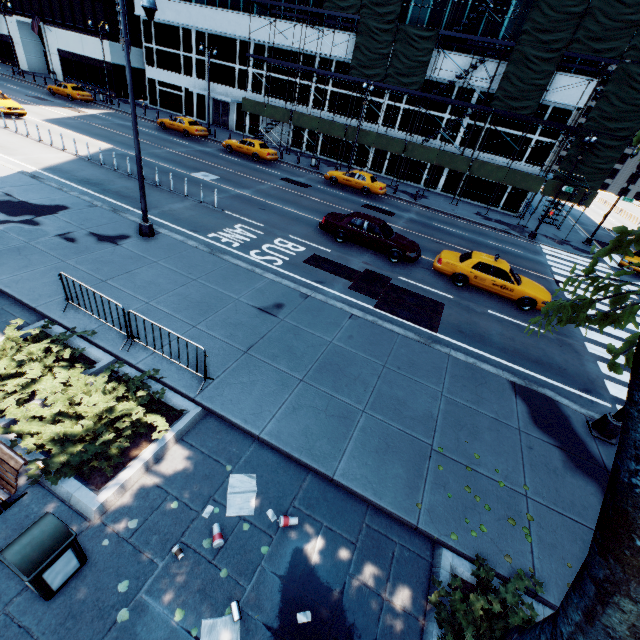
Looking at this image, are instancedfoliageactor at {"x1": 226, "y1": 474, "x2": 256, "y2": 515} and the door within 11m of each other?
no

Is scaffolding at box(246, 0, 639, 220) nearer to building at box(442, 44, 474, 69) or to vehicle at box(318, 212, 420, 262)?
building at box(442, 44, 474, 69)

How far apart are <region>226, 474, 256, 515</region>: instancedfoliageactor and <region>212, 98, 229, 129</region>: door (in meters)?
44.36

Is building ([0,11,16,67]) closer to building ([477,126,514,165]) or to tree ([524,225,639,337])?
building ([477,126,514,165])

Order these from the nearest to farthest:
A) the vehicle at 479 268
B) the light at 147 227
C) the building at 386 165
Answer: the light at 147 227 < the vehicle at 479 268 < the building at 386 165

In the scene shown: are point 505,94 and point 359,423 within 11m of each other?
no

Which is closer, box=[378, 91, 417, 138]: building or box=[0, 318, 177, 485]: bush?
box=[0, 318, 177, 485]: bush

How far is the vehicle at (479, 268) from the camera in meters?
14.0
